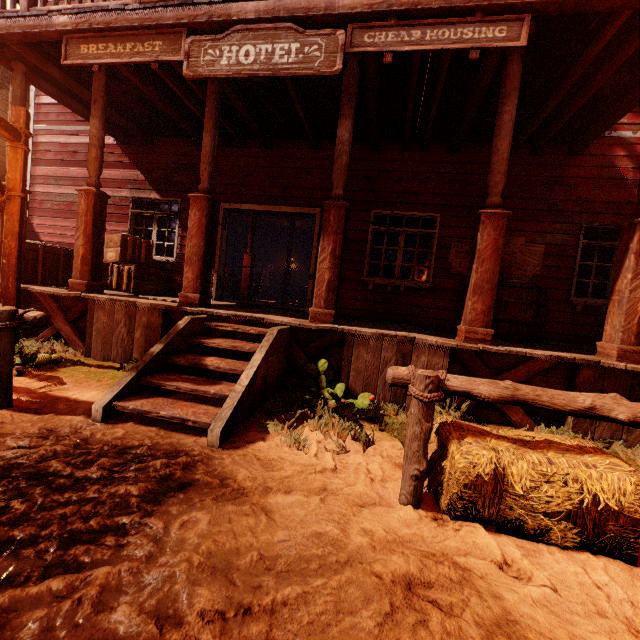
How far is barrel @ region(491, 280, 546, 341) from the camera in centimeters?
516cm

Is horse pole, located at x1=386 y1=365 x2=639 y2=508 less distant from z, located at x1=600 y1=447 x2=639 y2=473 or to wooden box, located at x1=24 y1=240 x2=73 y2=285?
z, located at x1=600 y1=447 x2=639 y2=473

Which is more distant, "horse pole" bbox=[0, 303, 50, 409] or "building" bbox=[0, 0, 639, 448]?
"building" bbox=[0, 0, 639, 448]

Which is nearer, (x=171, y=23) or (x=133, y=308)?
(x=171, y=23)

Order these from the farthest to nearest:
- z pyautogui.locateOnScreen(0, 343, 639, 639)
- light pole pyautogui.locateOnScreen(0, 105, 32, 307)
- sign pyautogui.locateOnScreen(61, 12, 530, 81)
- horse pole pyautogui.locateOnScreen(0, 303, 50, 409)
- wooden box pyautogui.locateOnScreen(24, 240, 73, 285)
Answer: wooden box pyautogui.locateOnScreen(24, 240, 73, 285), light pole pyautogui.locateOnScreen(0, 105, 32, 307), sign pyautogui.locateOnScreen(61, 12, 530, 81), horse pole pyautogui.locateOnScreen(0, 303, 50, 409), z pyautogui.locateOnScreen(0, 343, 639, 639)

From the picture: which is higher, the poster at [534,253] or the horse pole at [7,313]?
the poster at [534,253]

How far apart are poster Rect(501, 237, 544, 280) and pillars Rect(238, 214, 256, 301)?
6.75m

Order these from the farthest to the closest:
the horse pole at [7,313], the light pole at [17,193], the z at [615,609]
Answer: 1. the light pole at [17,193]
2. the horse pole at [7,313]
3. the z at [615,609]
